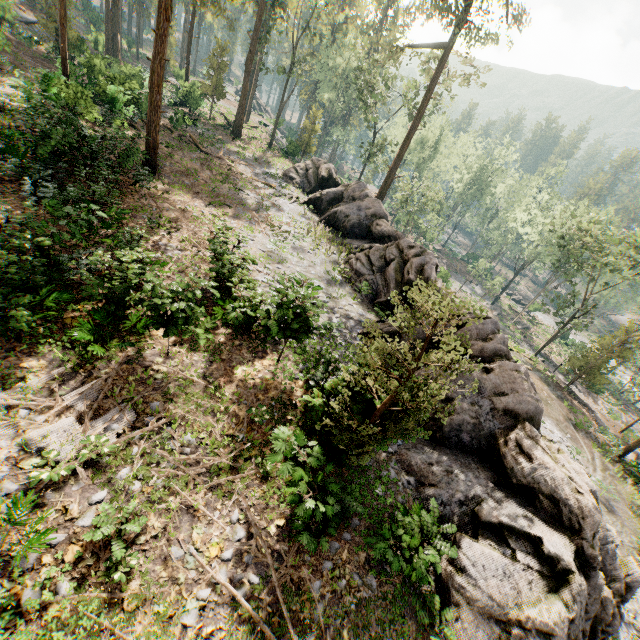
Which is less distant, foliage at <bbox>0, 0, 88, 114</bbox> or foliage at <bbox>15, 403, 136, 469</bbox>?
foliage at <bbox>15, 403, 136, 469</bbox>

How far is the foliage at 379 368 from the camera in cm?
646

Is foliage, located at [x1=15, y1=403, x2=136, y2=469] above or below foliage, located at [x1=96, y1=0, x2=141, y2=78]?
below

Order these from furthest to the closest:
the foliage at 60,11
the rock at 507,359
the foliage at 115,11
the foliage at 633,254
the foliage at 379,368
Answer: the foliage at 115,11 < the foliage at 633,254 < the foliage at 60,11 < the rock at 507,359 < the foliage at 379,368

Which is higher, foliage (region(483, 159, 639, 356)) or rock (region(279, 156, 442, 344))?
foliage (region(483, 159, 639, 356))

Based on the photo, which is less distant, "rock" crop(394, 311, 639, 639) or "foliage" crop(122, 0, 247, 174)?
"rock" crop(394, 311, 639, 639)

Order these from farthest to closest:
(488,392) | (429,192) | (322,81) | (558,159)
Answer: (322,81) → (558,159) → (429,192) → (488,392)
